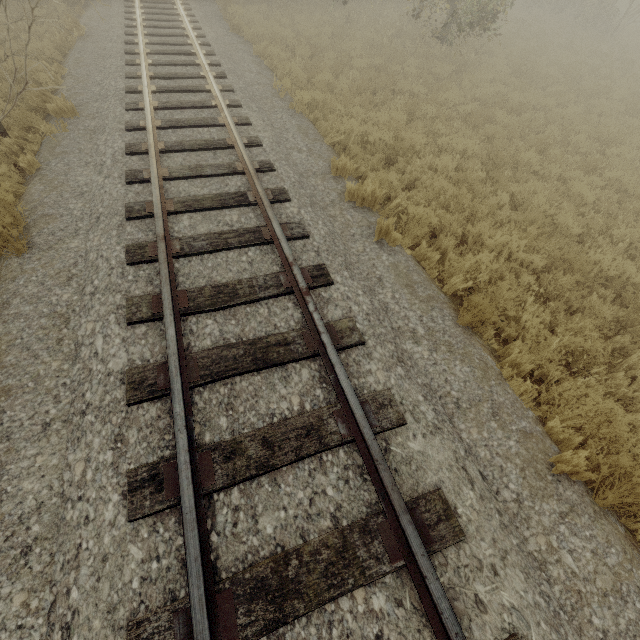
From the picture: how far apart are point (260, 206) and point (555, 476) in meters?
5.1 m
